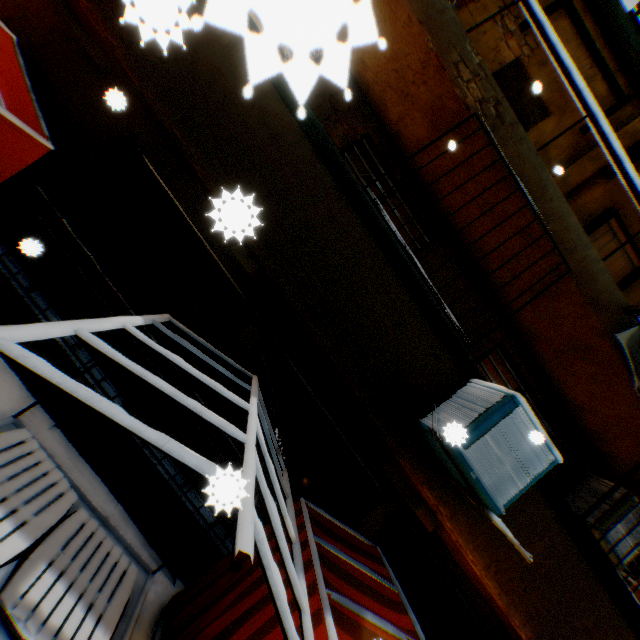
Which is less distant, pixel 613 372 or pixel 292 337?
pixel 613 372

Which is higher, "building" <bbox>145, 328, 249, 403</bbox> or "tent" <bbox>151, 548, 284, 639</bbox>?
"building" <bbox>145, 328, 249, 403</bbox>

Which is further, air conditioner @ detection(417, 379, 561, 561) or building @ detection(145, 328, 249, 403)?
building @ detection(145, 328, 249, 403)

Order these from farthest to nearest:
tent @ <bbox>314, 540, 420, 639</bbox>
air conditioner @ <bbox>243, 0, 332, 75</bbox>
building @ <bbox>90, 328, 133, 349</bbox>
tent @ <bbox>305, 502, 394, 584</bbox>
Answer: building @ <bbox>90, 328, 133, 349</bbox>
tent @ <bbox>305, 502, 394, 584</bbox>
tent @ <bbox>314, 540, 420, 639</bbox>
air conditioner @ <bbox>243, 0, 332, 75</bbox>

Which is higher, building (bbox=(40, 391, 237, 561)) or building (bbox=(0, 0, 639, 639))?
building (bbox=(0, 0, 639, 639))

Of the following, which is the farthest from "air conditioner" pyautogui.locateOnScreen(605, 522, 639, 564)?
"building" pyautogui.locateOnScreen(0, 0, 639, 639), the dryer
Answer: the dryer

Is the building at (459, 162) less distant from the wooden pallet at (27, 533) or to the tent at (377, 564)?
the tent at (377, 564)

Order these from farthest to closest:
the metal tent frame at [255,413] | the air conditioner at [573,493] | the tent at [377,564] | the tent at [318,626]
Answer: the air conditioner at [573,493]
the tent at [377,564]
the tent at [318,626]
the metal tent frame at [255,413]
